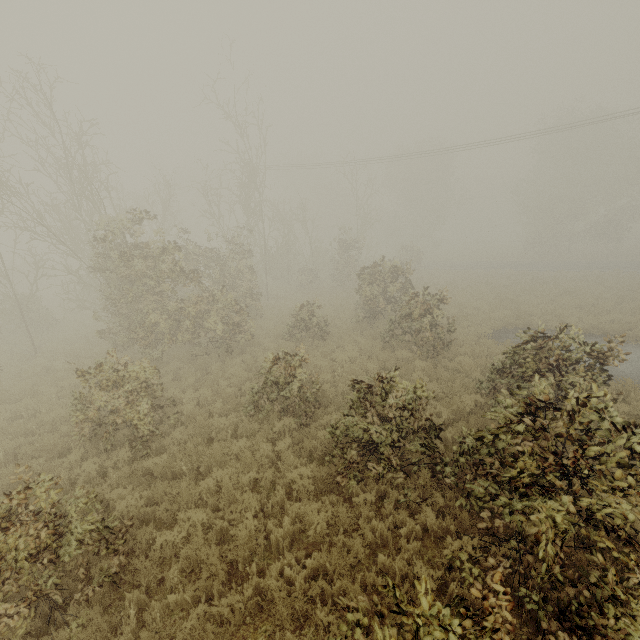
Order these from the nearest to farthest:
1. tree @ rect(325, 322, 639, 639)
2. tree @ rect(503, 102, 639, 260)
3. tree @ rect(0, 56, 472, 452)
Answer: tree @ rect(325, 322, 639, 639)
tree @ rect(0, 56, 472, 452)
tree @ rect(503, 102, 639, 260)

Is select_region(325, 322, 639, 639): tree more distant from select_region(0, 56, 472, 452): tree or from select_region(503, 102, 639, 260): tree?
select_region(503, 102, 639, 260): tree

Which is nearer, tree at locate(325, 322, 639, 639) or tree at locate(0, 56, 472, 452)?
tree at locate(325, 322, 639, 639)

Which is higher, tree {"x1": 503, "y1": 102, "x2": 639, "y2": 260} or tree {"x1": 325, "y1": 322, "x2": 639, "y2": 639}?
tree {"x1": 503, "y1": 102, "x2": 639, "y2": 260}

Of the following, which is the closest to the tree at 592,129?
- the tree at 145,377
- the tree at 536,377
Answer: the tree at 145,377

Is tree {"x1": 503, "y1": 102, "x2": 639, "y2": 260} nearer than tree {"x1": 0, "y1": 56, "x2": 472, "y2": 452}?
No

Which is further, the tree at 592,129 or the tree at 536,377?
the tree at 592,129

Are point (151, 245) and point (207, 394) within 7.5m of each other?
yes
